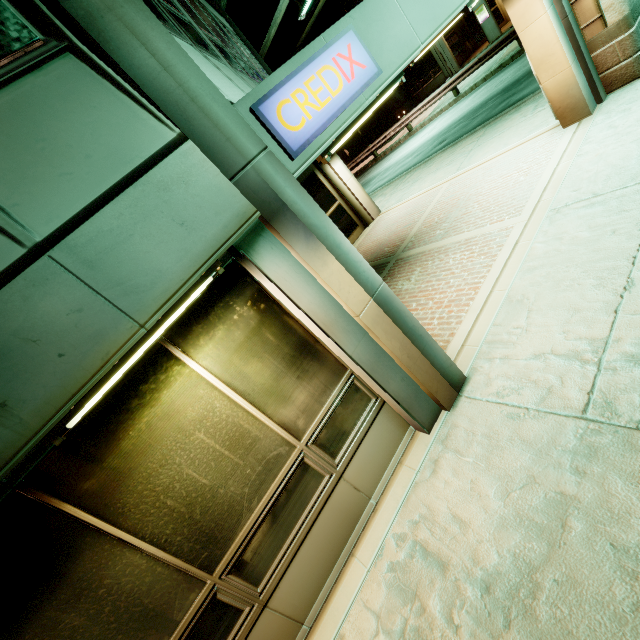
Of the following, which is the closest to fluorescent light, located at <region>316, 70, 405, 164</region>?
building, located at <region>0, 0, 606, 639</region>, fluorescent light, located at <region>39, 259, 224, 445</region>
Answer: building, located at <region>0, 0, 606, 639</region>

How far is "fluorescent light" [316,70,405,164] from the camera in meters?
3.2 m

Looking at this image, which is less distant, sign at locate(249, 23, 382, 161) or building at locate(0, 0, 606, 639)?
building at locate(0, 0, 606, 639)

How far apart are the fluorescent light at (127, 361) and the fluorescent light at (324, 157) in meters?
1.6

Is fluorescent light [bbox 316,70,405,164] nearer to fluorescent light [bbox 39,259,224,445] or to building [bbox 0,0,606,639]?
building [bbox 0,0,606,639]

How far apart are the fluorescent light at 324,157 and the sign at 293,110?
0.1m

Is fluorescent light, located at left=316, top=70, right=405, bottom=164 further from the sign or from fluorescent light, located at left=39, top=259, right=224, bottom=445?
fluorescent light, located at left=39, top=259, right=224, bottom=445

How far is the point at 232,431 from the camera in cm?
285
